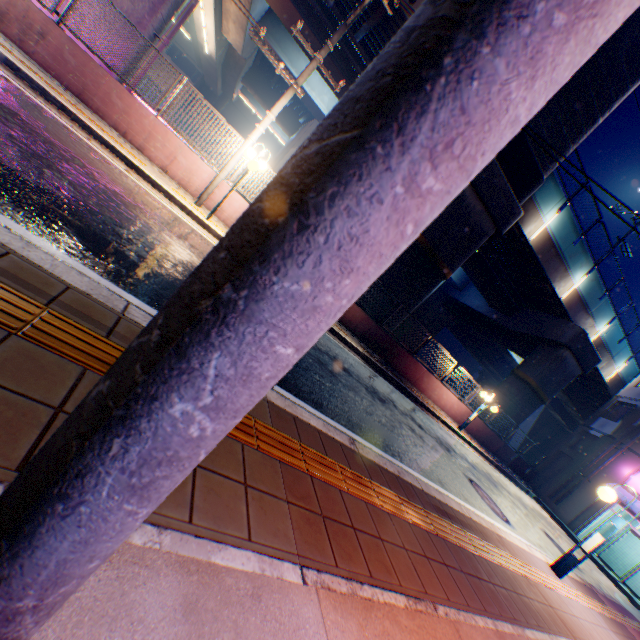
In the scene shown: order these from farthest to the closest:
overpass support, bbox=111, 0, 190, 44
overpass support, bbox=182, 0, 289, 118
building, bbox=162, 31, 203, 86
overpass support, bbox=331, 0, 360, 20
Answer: building, bbox=162, 31, 203, 86, overpass support, bbox=182, 0, 289, 118, overpass support, bbox=331, 0, 360, 20, overpass support, bbox=111, 0, 190, 44

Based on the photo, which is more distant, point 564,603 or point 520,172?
point 520,172

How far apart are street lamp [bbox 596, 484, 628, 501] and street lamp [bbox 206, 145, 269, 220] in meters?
10.2 m

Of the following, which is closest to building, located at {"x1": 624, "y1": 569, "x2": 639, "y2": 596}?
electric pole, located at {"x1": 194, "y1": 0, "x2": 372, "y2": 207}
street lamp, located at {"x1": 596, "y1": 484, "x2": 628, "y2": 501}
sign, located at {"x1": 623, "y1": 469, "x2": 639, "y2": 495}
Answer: sign, located at {"x1": 623, "y1": 469, "x2": 639, "y2": 495}

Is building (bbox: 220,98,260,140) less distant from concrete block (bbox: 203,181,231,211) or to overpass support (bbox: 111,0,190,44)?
overpass support (bbox: 111,0,190,44)

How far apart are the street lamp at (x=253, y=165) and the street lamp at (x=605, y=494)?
10.21m

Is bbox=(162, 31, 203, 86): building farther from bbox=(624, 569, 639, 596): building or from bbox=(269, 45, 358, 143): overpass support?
bbox=(624, 569, 639, 596): building

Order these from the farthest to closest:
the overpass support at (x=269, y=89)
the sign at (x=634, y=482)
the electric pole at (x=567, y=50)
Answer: the sign at (x=634, y=482) → the overpass support at (x=269, y=89) → the electric pole at (x=567, y=50)
